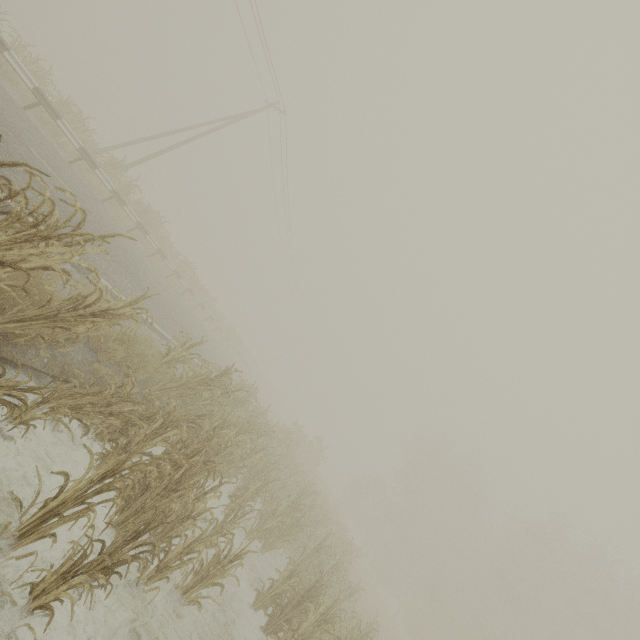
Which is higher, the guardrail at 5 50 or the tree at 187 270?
the tree at 187 270

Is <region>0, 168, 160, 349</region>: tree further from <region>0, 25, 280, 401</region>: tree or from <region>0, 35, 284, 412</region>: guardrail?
<region>0, 25, 280, 401</region>: tree

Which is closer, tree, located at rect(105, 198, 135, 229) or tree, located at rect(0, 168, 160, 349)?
tree, located at rect(0, 168, 160, 349)

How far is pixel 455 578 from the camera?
31.00m

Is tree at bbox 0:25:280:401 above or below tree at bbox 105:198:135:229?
above

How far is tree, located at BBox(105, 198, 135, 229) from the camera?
15.9 meters

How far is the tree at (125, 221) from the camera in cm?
1585

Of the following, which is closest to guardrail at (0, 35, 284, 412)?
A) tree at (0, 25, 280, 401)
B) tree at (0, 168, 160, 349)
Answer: tree at (0, 25, 280, 401)
